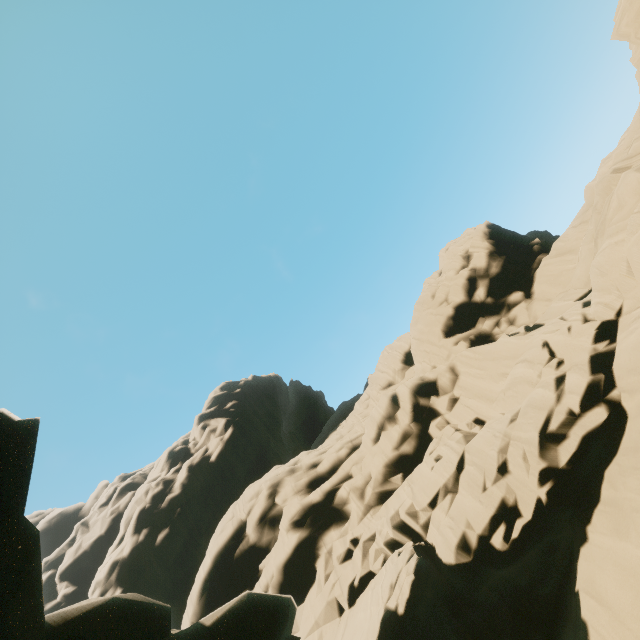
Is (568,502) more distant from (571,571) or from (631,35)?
(631,35)

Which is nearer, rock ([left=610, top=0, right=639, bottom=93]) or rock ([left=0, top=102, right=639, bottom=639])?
rock ([left=0, top=102, right=639, bottom=639])

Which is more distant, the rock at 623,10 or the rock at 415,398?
the rock at 623,10
